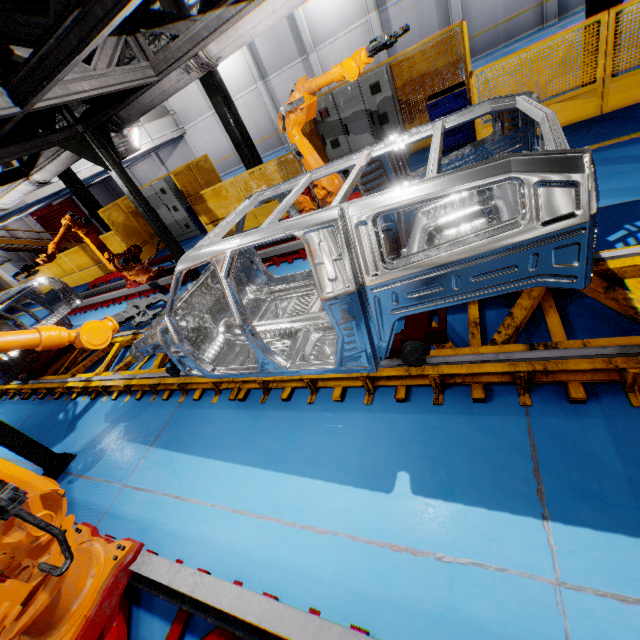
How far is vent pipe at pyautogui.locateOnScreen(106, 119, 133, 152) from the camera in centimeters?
530cm

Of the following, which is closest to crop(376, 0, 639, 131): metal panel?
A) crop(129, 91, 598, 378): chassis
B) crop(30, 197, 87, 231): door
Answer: crop(129, 91, 598, 378): chassis

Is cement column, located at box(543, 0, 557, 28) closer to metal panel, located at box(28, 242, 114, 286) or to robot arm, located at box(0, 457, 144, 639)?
metal panel, located at box(28, 242, 114, 286)

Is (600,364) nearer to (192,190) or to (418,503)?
(418,503)

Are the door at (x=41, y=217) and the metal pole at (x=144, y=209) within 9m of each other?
no

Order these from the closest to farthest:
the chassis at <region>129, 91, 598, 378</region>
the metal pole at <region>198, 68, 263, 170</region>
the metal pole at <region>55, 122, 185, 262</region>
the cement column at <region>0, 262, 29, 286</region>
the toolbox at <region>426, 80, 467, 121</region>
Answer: the chassis at <region>129, 91, 598, 378</region>, the metal pole at <region>55, 122, 185, 262</region>, the toolbox at <region>426, 80, 467, 121</region>, the metal pole at <region>198, 68, 263, 170</region>, the cement column at <region>0, 262, 29, 286</region>

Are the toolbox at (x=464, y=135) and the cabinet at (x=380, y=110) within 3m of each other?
yes

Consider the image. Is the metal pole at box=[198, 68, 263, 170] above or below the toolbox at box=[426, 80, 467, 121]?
above
